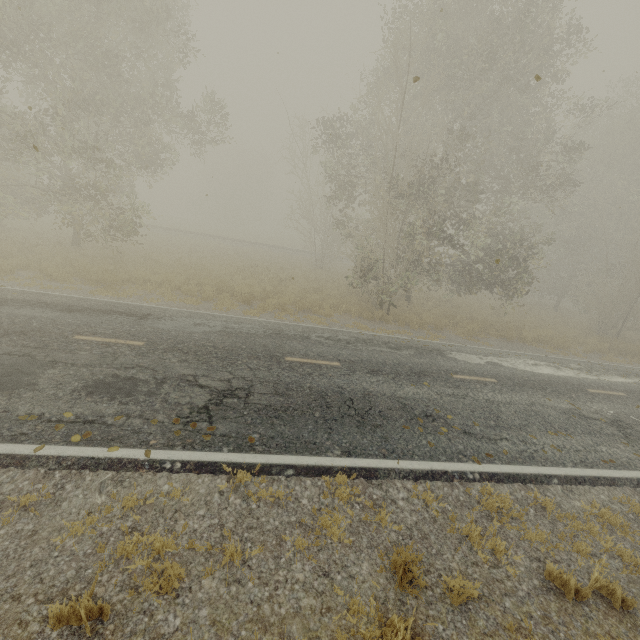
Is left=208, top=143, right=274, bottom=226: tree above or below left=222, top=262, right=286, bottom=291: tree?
above

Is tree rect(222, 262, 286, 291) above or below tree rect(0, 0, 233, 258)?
below

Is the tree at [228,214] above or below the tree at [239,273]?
above

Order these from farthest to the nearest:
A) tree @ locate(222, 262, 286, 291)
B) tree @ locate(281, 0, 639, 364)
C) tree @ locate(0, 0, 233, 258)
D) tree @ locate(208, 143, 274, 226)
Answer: tree @ locate(208, 143, 274, 226)
tree @ locate(222, 262, 286, 291)
tree @ locate(281, 0, 639, 364)
tree @ locate(0, 0, 233, 258)

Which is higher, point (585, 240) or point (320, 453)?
point (585, 240)

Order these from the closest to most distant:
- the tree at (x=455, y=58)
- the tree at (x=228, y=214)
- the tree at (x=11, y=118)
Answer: the tree at (x=11, y=118) < the tree at (x=455, y=58) < the tree at (x=228, y=214)

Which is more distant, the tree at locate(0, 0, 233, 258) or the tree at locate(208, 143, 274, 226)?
the tree at locate(208, 143, 274, 226)

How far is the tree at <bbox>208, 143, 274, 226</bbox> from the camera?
55.31m
